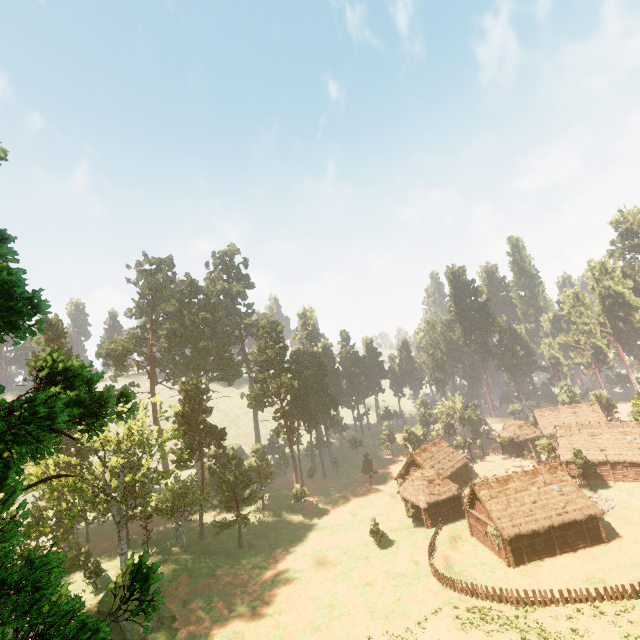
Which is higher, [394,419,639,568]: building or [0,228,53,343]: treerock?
[0,228,53,343]: treerock

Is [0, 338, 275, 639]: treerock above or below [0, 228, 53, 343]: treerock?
below

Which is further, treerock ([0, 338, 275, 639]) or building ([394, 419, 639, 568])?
building ([394, 419, 639, 568])

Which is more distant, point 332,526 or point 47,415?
point 332,526

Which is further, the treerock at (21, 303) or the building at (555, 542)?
the building at (555, 542)
